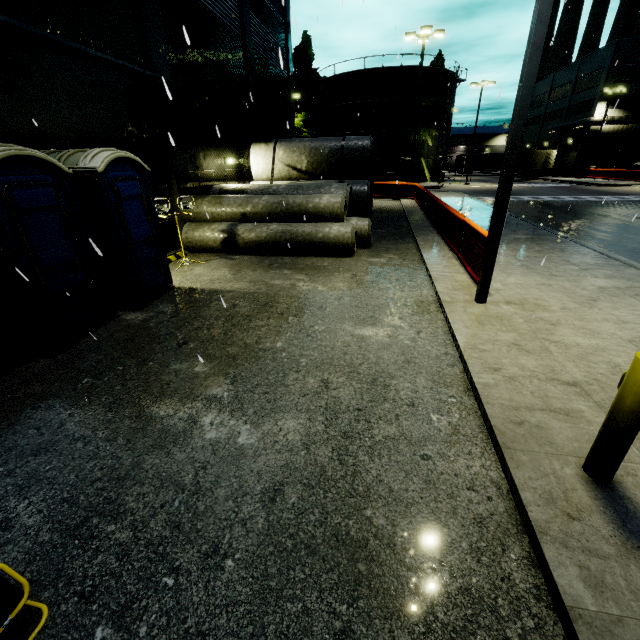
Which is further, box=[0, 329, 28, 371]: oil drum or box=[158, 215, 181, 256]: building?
box=[158, 215, 181, 256]: building

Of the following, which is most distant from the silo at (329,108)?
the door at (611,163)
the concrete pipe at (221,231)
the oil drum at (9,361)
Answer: the oil drum at (9,361)

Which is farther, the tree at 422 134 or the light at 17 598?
the tree at 422 134

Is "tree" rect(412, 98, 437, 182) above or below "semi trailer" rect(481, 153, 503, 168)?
above

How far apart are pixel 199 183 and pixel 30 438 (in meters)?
11.45

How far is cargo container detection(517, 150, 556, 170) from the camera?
42.2 meters

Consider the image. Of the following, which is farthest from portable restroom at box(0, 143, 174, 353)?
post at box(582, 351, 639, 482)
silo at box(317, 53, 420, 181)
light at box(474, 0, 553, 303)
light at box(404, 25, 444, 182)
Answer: light at box(404, 25, 444, 182)

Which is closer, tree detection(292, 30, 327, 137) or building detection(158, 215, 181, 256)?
building detection(158, 215, 181, 256)
